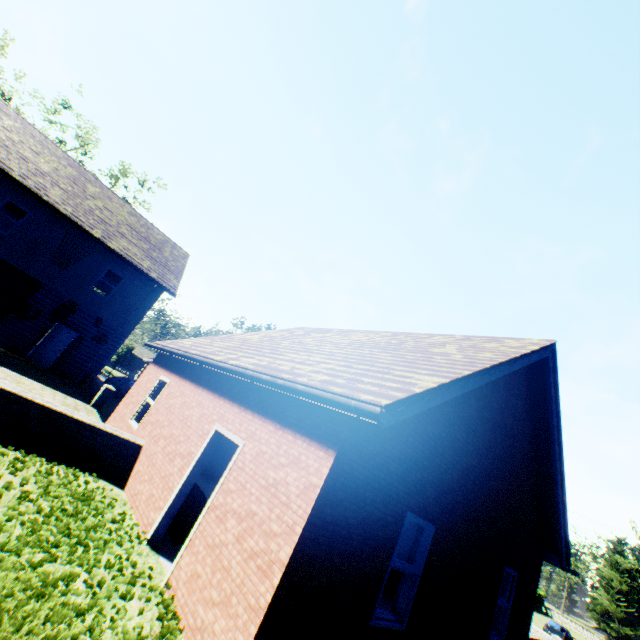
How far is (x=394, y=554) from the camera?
5.0m

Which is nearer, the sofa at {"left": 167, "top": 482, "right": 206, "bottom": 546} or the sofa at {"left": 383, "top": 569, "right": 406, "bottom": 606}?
the sofa at {"left": 167, "top": 482, "right": 206, "bottom": 546}

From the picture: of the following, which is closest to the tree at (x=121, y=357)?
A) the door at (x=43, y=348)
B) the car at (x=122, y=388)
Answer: the car at (x=122, y=388)

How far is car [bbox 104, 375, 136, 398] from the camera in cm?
2319

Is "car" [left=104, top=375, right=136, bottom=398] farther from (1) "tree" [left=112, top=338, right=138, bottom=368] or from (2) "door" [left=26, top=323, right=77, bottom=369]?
(1) "tree" [left=112, top=338, right=138, bottom=368]

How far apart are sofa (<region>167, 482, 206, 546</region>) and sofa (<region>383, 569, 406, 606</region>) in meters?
6.4

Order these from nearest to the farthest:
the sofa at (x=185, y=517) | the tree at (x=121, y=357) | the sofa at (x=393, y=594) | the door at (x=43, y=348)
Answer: the sofa at (x=185, y=517) < the sofa at (x=393, y=594) < the door at (x=43, y=348) < the tree at (x=121, y=357)

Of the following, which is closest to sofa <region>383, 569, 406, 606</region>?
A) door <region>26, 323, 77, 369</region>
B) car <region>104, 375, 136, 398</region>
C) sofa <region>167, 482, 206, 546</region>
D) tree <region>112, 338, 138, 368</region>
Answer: sofa <region>167, 482, 206, 546</region>
